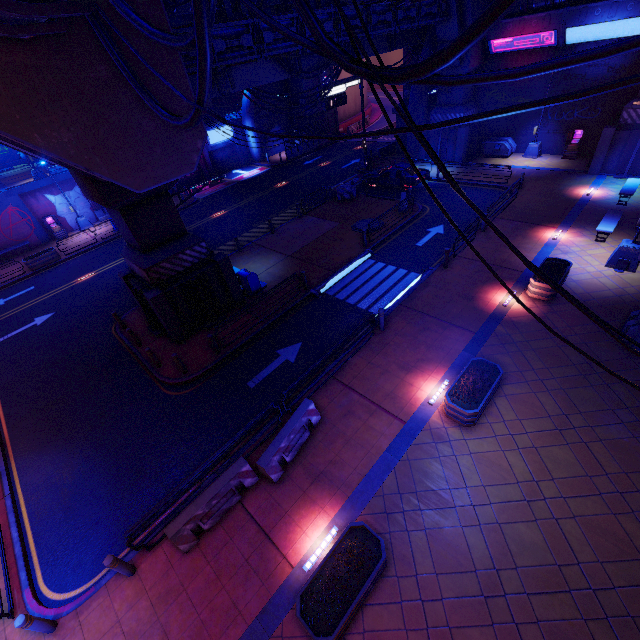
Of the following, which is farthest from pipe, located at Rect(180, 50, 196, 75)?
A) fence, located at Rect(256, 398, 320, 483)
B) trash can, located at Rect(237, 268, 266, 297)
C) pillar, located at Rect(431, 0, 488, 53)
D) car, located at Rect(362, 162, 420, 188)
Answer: fence, located at Rect(256, 398, 320, 483)

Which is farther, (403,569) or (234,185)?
(234,185)

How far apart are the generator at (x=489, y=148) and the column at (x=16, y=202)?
39.0 meters

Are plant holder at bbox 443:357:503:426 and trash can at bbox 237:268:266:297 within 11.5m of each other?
yes

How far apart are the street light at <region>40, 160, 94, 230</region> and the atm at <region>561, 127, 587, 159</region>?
40.11m

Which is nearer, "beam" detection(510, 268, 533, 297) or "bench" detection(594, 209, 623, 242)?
"beam" detection(510, 268, 533, 297)

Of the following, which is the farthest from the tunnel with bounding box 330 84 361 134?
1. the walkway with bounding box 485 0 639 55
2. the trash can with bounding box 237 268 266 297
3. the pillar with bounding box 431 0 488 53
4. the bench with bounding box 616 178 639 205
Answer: the trash can with bounding box 237 268 266 297

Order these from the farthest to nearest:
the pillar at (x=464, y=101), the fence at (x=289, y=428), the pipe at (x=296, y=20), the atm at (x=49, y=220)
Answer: the atm at (x=49, y=220), the pillar at (x=464, y=101), the pipe at (x=296, y=20), the fence at (x=289, y=428)
